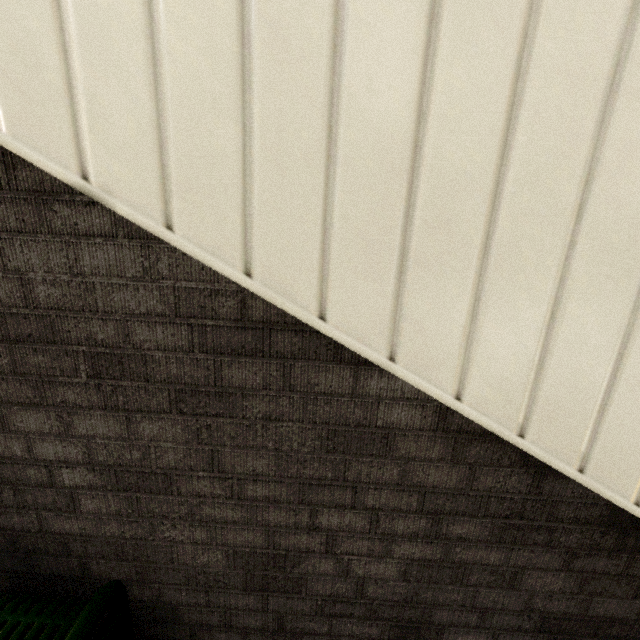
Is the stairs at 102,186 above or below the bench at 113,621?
above

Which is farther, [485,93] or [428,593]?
[428,593]

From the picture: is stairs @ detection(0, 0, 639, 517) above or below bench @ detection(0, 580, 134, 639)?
above
